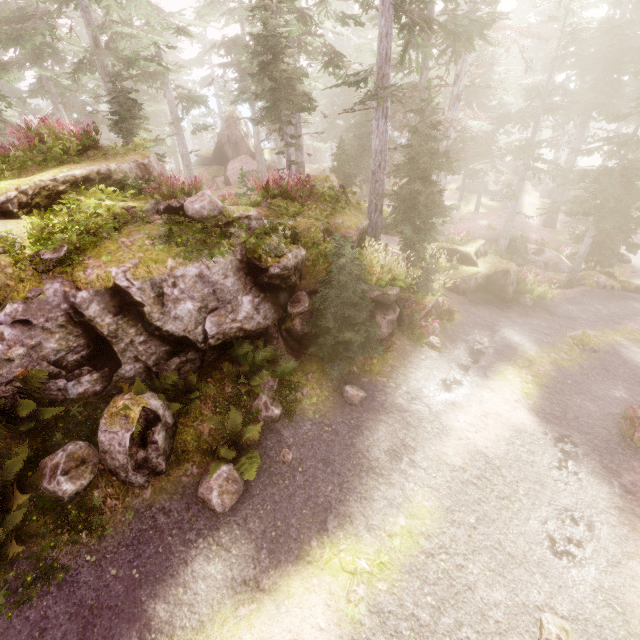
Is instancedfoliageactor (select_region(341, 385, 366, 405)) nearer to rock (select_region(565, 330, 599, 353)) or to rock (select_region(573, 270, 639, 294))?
rock (select_region(573, 270, 639, 294))

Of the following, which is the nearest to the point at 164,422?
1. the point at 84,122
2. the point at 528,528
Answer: the point at 528,528

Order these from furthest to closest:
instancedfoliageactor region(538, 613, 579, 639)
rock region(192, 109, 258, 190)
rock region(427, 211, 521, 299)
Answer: rock region(192, 109, 258, 190)
rock region(427, 211, 521, 299)
instancedfoliageactor region(538, 613, 579, 639)

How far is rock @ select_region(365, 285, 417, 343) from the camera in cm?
1018

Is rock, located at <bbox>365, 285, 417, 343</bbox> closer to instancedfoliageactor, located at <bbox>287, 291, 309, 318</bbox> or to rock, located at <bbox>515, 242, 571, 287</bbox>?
instancedfoliageactor, located at <bbox>287, 291, 309, 318</bbox>

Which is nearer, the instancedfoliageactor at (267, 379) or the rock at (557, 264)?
the instancedfoliageactor at (267, 379)

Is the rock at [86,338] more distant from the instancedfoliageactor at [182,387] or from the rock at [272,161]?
the rock at [272,161]

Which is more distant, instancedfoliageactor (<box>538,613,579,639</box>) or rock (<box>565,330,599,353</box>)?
rock (<box>565,330,599,353</box>)
